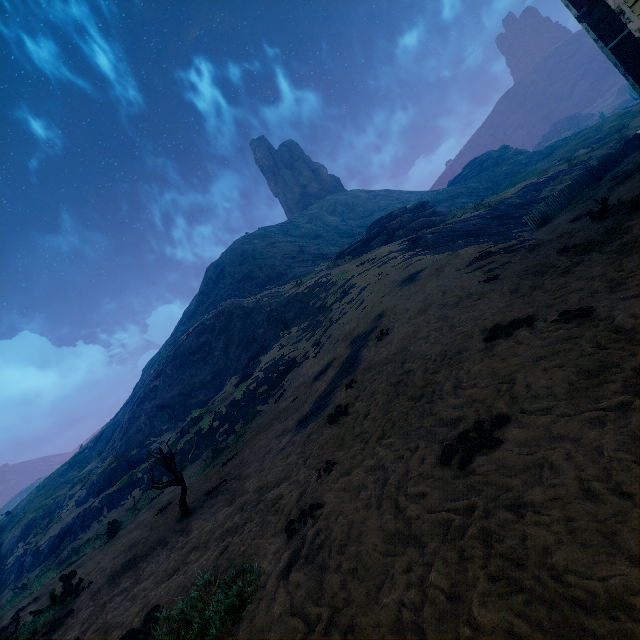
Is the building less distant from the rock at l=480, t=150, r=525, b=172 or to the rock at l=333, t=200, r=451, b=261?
the rock at l=333, t=200, r=451, b=261

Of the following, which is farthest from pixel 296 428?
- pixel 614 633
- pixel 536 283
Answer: pixel 614 633

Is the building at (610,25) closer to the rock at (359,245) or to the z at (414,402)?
the z at (414,402)

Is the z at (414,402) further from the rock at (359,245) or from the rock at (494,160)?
the rock at (494,160)

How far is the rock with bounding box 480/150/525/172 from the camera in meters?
58.3

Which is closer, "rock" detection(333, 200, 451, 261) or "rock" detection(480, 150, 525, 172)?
"rock" detection(333, 200, 451, 261)

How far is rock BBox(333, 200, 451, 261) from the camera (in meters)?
31.12

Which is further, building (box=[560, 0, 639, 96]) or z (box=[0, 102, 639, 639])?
building (box=[560, 0, 639, 96])
